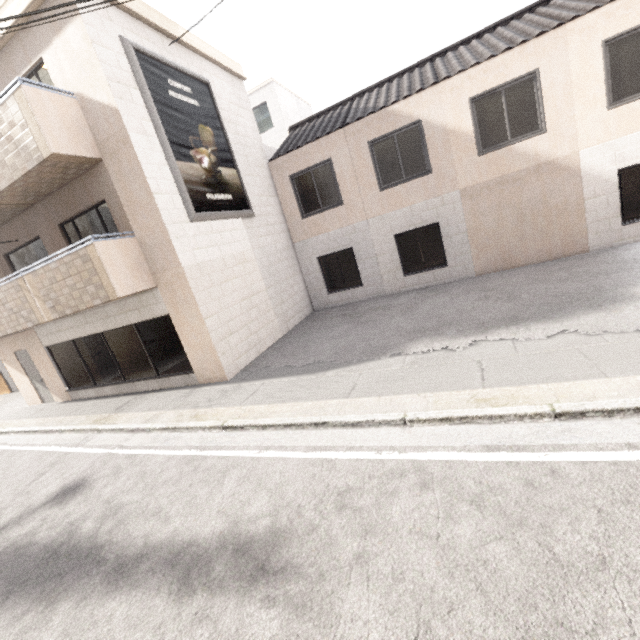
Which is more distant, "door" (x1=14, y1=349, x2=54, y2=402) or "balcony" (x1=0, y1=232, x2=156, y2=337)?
"door" (x1=14, y1=349, x2=54, y2=402)

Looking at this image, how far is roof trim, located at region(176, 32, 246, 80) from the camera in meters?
8.8 m

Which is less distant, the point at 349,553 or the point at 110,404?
the point at 349,553

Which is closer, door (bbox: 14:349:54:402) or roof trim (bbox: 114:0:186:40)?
roof trim (bbox: 114:0:186:40)

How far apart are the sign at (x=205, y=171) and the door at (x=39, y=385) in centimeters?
828cm

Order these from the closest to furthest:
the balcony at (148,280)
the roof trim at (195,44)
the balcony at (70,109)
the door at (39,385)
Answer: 1. the balcony at (70,109)
2. the balcony at (148,280)
3. the roof trim at (195,44)
4. the door at (39,385)

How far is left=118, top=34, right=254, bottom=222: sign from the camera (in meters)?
7.38

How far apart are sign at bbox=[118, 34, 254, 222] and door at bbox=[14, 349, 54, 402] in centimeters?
828cm
